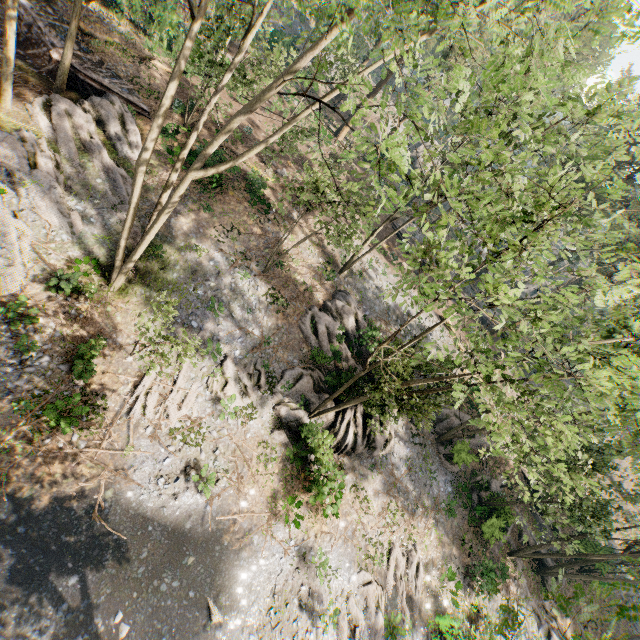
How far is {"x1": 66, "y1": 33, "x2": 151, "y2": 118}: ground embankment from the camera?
20.0 meters

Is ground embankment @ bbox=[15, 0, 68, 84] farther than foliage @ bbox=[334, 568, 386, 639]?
Yes

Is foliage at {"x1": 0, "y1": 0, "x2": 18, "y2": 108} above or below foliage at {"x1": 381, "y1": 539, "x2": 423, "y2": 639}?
above

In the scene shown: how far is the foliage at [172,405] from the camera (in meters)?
12.96

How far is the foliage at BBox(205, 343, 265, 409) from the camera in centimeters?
1832cm

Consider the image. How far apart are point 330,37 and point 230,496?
19.0 meters

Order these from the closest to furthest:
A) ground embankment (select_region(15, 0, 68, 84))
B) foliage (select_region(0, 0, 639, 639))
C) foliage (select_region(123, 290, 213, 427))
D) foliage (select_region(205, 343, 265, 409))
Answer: foliage (select_region(0, 0, 639, 639))
foliage (select_region(123, 290, 213, 427))
foliage (select_region(205, 343, 265, 409))
ground embankment (select_region(15, 0, 68, 84))
